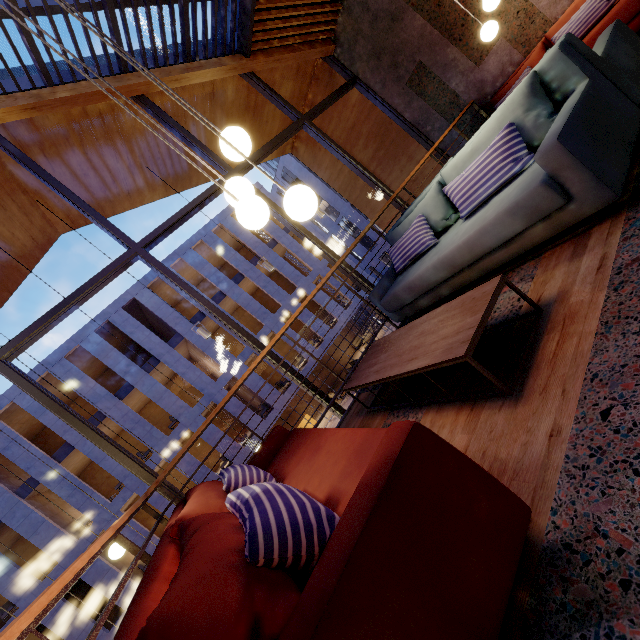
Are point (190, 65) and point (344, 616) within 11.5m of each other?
yes

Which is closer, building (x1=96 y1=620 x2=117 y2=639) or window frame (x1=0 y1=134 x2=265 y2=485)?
window frame (x1=0 y1=134 x2=265 y2=485)

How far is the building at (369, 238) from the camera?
39.0m

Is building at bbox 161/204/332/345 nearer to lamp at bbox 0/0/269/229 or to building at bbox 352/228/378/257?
building at bbox 352/228/378/257

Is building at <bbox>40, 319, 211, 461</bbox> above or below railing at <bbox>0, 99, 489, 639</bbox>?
above

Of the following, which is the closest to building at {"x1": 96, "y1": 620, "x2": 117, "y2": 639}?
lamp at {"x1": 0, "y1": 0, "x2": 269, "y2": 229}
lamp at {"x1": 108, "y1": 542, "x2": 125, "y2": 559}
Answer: lamp at {"x1": 108, "y1": 542, "x2": 125, "y2": 559}

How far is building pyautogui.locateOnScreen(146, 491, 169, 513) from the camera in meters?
17.4 m

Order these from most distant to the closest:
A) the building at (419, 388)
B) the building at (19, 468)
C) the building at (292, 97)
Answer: the building at (19, 468) < the building at (292, 97) < the building at (419, 388)
